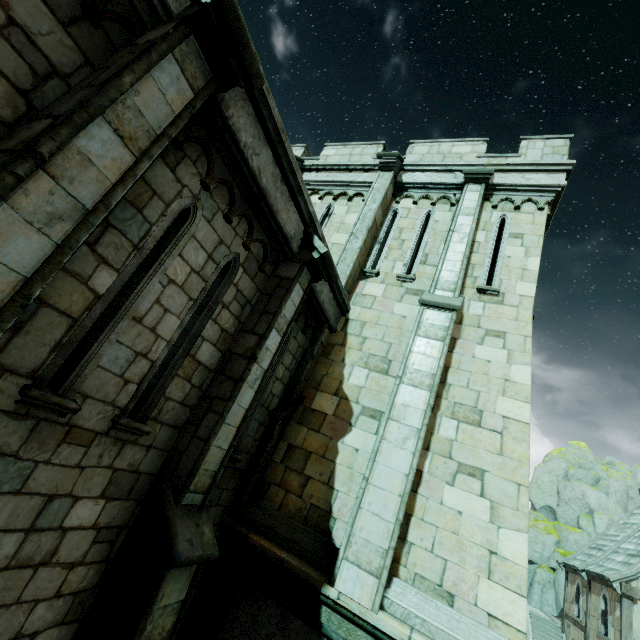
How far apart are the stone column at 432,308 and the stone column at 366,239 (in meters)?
1.83

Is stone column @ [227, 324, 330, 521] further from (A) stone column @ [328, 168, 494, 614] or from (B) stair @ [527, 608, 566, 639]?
(B) stair @ [527, 608, 566, 639]

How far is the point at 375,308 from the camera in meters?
8.0

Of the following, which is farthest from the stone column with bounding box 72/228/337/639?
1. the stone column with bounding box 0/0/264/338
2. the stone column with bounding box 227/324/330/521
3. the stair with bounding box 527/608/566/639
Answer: the stair with bounding box 527/608/566/639

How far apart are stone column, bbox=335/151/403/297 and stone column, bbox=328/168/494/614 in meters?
1.8

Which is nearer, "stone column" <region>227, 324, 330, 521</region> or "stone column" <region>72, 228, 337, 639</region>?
"stone column" <region>72, 228, 337, 639</region>

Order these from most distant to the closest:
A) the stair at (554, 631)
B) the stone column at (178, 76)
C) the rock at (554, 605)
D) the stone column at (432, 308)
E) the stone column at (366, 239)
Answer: the rock at (554, 605)
the stair at (554, 631)
the stone column at (366, 239)
the stone column at (432, 308)
the stone column at (178, 76)

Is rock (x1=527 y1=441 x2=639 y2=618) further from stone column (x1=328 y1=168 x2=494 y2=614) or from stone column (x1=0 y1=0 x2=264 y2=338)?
stone column (x1=0 y1=0 x2=264 y2=338)
